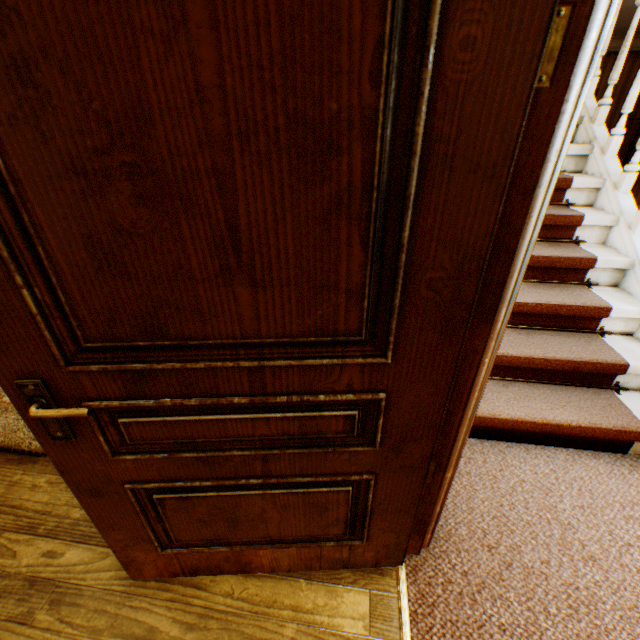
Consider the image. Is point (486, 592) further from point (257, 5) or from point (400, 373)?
point (257, 5)
